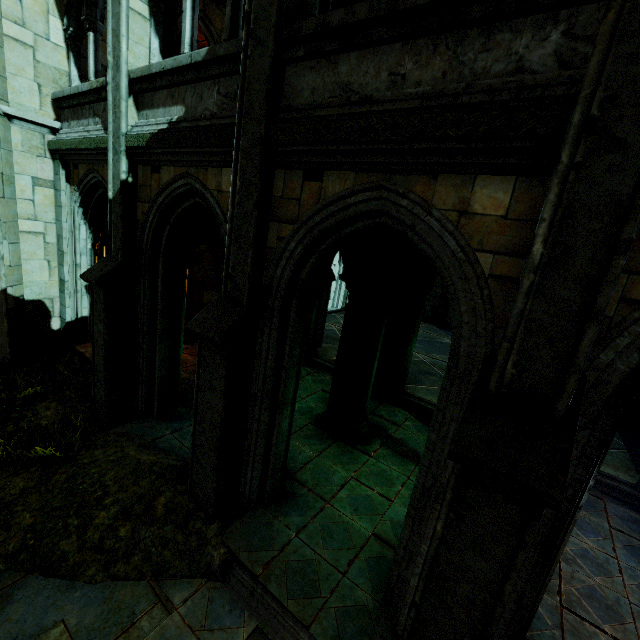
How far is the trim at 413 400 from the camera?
8.6m

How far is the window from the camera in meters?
7.0

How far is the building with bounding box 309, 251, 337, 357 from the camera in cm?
1030

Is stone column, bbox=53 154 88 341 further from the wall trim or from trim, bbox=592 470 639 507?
trim, bbox=592 470 639 507

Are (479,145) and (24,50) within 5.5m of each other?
no

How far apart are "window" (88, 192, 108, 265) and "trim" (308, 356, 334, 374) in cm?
518

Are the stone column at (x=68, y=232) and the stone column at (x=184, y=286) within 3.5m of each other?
yes

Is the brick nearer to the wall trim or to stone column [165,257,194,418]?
stone column [165,257,194,418]
